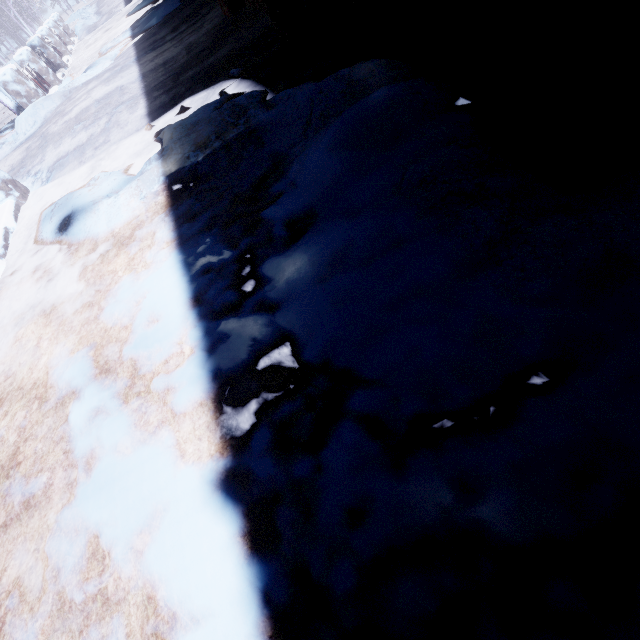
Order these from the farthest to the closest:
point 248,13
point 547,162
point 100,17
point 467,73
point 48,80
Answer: point 100,17 < point 48,80 < point 248,13 < point 467,73 < point 547,162

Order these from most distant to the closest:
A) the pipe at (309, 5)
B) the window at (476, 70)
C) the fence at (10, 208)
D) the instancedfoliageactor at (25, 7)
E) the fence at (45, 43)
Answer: the instancedfoliageactor at (25, 7), the fence at (45, 43), the fence at (10, 208), the pipe at (309, 5), the window at (476, 70)

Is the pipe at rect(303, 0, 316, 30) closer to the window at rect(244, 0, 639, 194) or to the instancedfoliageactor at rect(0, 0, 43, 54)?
the window at rect(244, 0, 639, 194)

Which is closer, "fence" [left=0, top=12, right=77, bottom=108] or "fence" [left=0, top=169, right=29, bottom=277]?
"fence" [left=0, top=169, right=29, bottom=277]

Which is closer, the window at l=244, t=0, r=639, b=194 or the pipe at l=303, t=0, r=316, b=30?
the window at l=244, t=0, r=639, b=194

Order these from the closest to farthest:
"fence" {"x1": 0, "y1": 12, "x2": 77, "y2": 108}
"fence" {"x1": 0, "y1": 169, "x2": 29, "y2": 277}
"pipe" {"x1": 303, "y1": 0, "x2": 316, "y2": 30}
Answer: "pipe" {"x1": 303, "y1": 0, "x2": 316, "y2": 30}, "fence" {"x1": 0, "y1": 169, "x2": 29, "y2": 277}, "fence" {"x1": 0, "y1": 12, "x2": 77, "y2": 108}

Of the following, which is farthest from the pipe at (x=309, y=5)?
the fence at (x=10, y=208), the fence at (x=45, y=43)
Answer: the fence at (x=45, y=43)

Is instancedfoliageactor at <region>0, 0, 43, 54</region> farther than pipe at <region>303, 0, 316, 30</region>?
Yes
